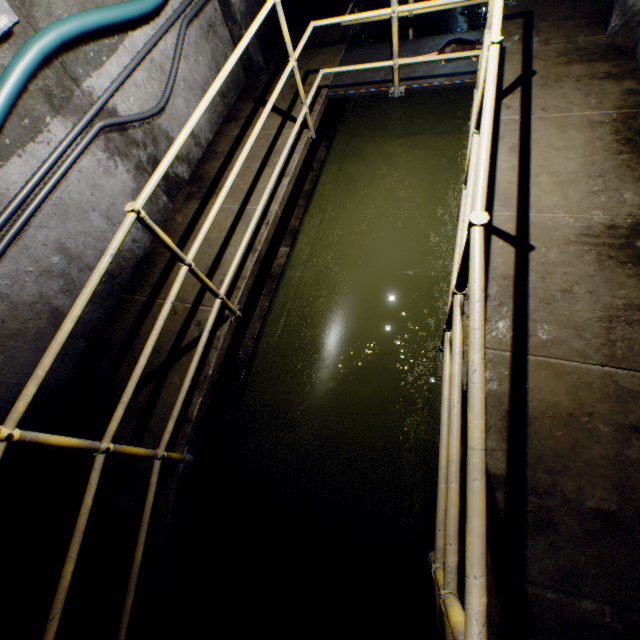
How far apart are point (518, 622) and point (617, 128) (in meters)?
3.76

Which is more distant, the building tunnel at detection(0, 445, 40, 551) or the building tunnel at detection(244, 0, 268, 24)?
the building tunnel at detection(244, 0, 268, 24)

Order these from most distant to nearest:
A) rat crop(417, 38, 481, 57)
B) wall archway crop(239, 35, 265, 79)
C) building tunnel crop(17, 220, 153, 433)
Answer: wall archway crop(239, 35, 265, 79) → rat crop(417, 38, 481, 57) → building tunnel crop(17, 220, 153, 433)

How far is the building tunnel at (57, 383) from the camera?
2.71m

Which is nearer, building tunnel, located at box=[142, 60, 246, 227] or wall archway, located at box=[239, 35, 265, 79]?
building tunnel, located at box=[142, 60, 246, 227]

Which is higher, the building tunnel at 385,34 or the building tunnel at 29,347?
the building tunnel at 29,347

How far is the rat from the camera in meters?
3.6

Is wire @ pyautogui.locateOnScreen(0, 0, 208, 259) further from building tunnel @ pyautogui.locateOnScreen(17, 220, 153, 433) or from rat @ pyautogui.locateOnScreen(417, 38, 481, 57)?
rat @ pyautogui.locateOnScreen(417, 38, 481, 57)
